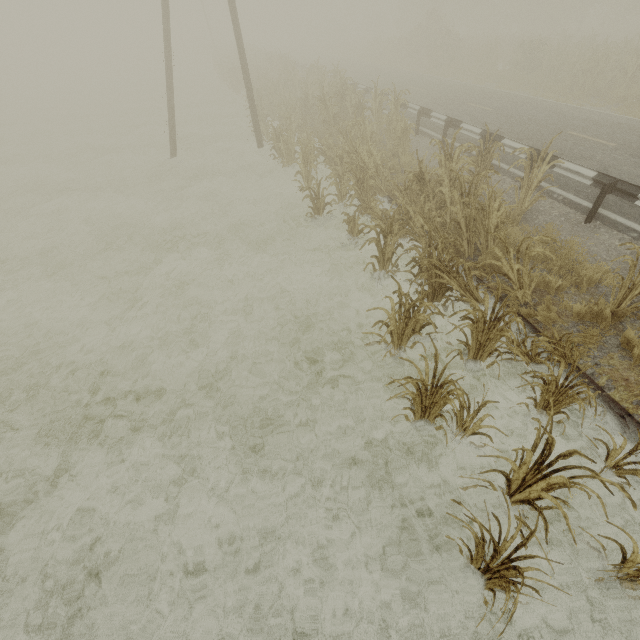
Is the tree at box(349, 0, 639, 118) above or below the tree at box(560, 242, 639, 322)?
above

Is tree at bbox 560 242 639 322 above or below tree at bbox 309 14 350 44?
below

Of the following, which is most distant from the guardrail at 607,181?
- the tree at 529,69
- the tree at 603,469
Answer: the tree at 529,69

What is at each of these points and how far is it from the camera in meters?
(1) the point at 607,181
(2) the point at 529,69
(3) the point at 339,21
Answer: (1) guardrail, 6.8
(2) tree, 20.3
(3) tree, 57.2

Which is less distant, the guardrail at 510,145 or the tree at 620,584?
the tree at 620,584

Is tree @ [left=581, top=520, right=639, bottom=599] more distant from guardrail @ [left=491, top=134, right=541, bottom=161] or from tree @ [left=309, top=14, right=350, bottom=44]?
tree @ [left=309, top=14, right=350, bottom=44]

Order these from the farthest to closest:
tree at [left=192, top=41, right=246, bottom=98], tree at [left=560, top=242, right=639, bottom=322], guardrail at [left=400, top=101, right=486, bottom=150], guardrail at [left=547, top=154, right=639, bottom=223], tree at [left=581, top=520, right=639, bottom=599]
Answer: tree at [left=192, top=41, right=246, bottom=98] < guardrail at [left=400, top=101, right=486, bottom=150] < guardrail at [left=547, top=154, right=639, bottom=223] < tree at [left=560, top=242, right=639, bottom=322] < tree at [left=581, top=520, right=639, bottom=599]
